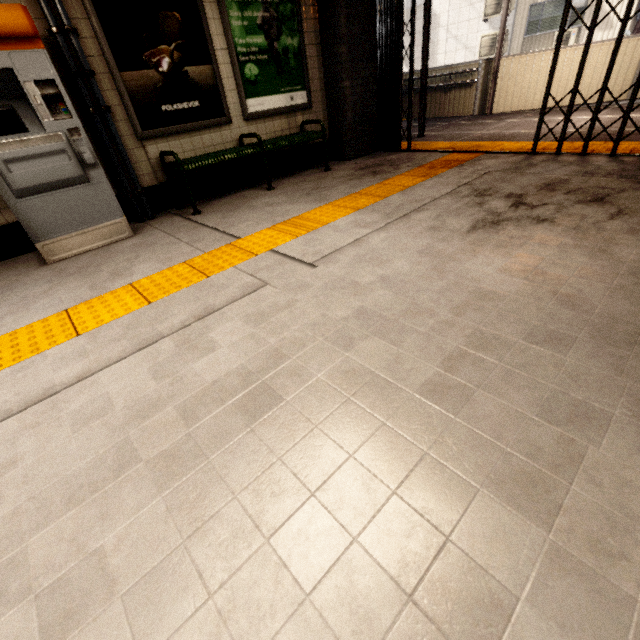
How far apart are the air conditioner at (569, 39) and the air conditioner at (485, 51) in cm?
175

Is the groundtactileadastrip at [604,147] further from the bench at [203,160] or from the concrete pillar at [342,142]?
the bench at [203,160]

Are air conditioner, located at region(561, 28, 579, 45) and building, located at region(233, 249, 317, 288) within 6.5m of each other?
no

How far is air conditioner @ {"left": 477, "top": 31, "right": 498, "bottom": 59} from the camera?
13.88m

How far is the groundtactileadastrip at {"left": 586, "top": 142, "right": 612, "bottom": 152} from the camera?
4.1 meters

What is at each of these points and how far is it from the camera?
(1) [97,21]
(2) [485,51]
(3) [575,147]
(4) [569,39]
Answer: (1) sign, 3.22m
(2) air conditioner, 14.30m
(3) groundtactileadastrip, 4.39m
(4) air conditioner, 12.47m

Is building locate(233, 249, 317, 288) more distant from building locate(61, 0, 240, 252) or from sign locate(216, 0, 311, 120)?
sign locate(216, 0, 311, 120)

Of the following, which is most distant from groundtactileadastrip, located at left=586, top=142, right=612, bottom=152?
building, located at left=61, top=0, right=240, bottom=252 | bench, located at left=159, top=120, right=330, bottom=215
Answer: building, located at left=61, top=0, right=240, bottom=252
